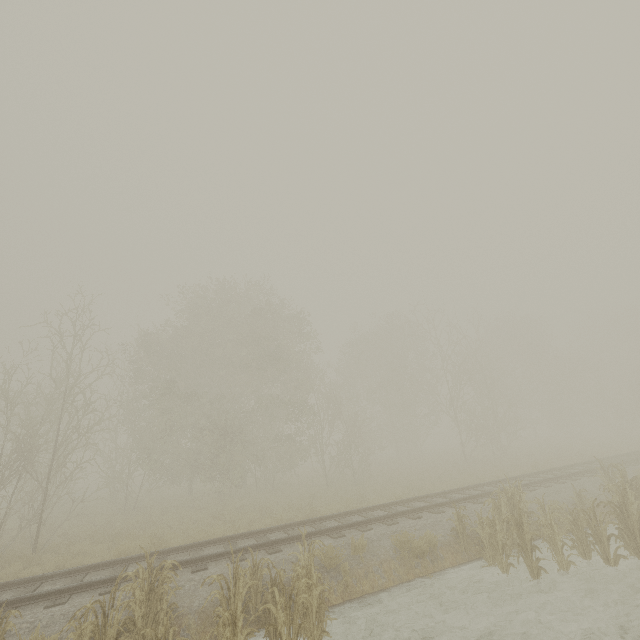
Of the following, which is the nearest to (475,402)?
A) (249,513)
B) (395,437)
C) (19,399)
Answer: (395,437)

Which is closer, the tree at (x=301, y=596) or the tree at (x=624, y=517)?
the tree at (x=301, y=596)

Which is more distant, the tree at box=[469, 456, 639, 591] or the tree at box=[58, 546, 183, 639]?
the tree at box=[469, 456, 639, 591]
